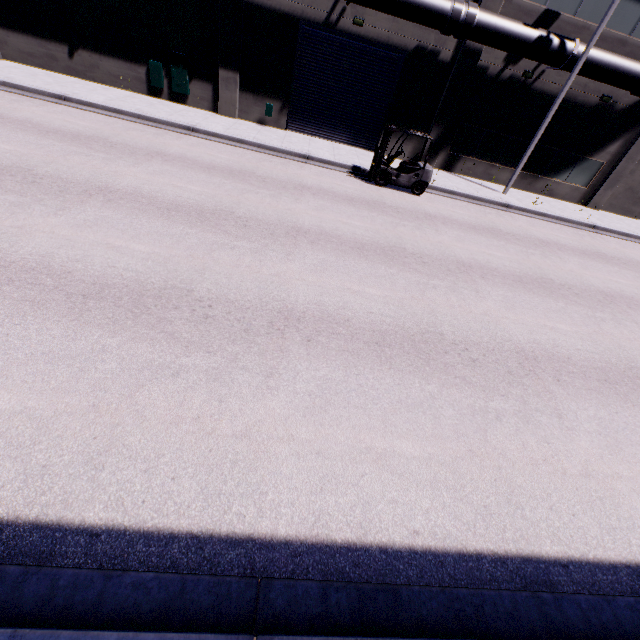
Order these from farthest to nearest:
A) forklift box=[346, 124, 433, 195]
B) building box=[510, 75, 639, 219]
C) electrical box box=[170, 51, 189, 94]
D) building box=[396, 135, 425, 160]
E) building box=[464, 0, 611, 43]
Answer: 1. building box=[396, 135, 425, 160]
2. building box=[510, 75, 639, 219]
3. electrical box box=[170, 51, 189, 94]
4. building box=[464, 0, 611, 43]
5. forklift box=[346, 124, 433, 195]

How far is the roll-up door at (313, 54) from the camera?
15.1m

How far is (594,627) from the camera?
3.22m

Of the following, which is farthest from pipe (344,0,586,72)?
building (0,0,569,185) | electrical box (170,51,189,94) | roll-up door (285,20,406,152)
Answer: electrical box (170,51,189,94)

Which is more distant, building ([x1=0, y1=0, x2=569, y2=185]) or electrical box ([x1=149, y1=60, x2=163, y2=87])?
electrical box ([x1=149, y1=60, x2=163, y2=87])

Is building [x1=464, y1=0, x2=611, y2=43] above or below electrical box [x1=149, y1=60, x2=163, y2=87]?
above

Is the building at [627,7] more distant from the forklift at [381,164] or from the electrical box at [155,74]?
the forklift at [381,164]

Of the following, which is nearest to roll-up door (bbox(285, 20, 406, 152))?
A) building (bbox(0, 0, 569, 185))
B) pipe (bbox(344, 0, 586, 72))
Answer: building (bbox(0, 0, 569, 185))
